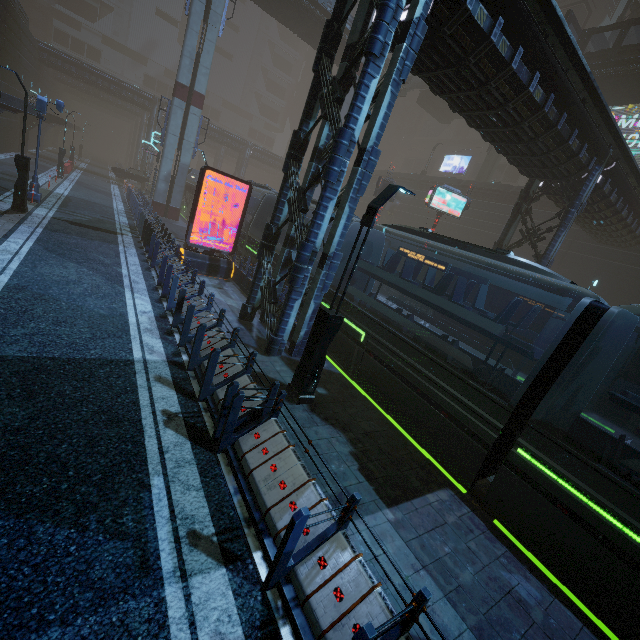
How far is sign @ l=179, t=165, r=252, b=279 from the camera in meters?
14.5 m

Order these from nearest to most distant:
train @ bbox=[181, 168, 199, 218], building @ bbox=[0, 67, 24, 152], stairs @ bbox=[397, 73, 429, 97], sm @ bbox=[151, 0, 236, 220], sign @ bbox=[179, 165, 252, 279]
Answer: sign @ bbox=[179, 165, 252, 279] < building @ bbox=[0, 67, 24, 152] < sm @ bbox=[151, 0, 236, 220] < train @ bbox=[181, 168, 199, 218] < stairs @ bbox=[397, 73, 429, 97]

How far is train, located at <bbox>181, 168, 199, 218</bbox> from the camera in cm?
3102

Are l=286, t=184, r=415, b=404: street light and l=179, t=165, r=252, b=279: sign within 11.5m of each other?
yes

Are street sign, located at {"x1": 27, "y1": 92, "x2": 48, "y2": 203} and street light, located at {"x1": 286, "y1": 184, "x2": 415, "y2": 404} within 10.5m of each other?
no

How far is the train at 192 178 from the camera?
31.02m

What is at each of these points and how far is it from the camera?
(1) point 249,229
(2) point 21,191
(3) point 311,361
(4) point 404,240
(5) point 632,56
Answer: (1) train, 19.1 meters
(2) street light, 14.6 meters
(3) street light, 7.8 meters
(4) building, 40.8 meters
(5) bridge, 25.4 meters

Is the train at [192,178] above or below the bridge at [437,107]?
below
